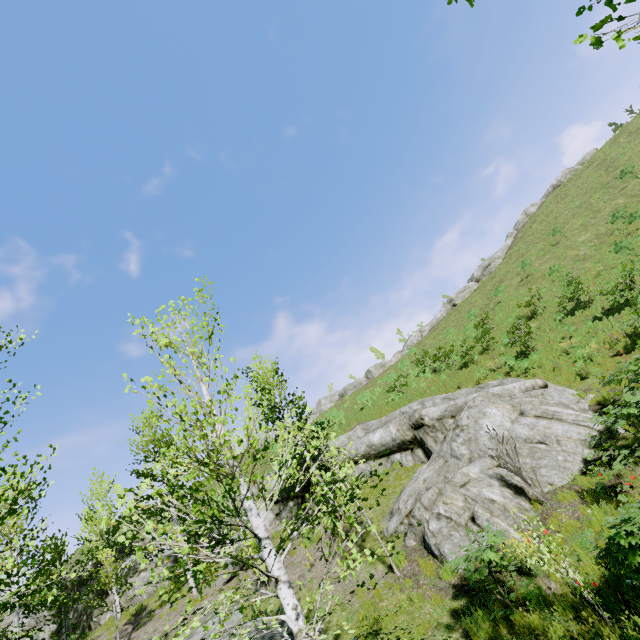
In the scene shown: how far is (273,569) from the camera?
4.2 meters

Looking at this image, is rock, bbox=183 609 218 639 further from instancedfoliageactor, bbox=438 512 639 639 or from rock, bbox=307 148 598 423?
rock, bbox=307 148 598 423

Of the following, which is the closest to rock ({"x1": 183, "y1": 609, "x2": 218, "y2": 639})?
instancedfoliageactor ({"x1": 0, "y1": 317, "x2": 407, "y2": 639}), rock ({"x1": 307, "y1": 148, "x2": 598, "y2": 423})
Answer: instancedfoliageactor ({"x1": 0, "y1": 317, "x2": 407, "y2": 639})

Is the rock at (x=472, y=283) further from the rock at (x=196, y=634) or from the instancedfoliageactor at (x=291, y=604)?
the instancedfoliageactor at (x=291, y=604)

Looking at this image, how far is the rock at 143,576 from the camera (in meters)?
19.67

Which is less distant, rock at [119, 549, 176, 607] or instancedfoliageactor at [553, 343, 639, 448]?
instancedfoliageactor at [553, 343, 639, 448]

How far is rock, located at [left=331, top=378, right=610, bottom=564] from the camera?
9.25m
